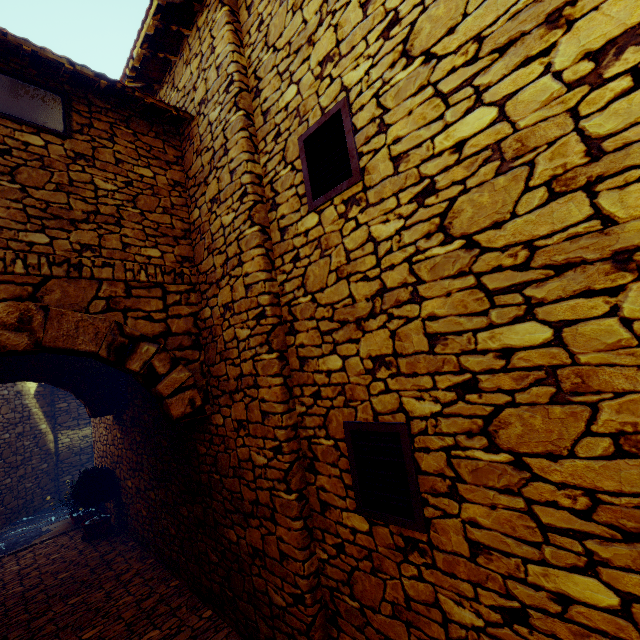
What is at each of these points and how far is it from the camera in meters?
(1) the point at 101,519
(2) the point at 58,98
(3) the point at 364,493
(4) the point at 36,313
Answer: (1) flower pot, 6.5 m
(2) window, 3.3 m
(3) window, 2.5 m
(4) stone doorway, 2.8 m

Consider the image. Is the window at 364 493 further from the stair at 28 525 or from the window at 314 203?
the stair at 28 525

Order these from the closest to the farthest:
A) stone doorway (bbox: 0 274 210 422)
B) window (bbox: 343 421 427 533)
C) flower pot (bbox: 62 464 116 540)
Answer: window (bbox: 343 421 427 533), stone doorway (bbox: 0 274 210 422), flower pot (bbox: 62 464 116 540)

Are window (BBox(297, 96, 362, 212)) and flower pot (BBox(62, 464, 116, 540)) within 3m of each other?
no

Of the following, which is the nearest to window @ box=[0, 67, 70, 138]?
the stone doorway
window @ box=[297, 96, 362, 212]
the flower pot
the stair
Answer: the stone doorway

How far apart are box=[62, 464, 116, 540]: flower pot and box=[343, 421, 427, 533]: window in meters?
6.4 m

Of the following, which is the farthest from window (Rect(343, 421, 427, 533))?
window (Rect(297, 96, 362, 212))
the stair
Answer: the stair

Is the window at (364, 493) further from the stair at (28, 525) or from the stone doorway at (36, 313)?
the stair at (28, 525)
